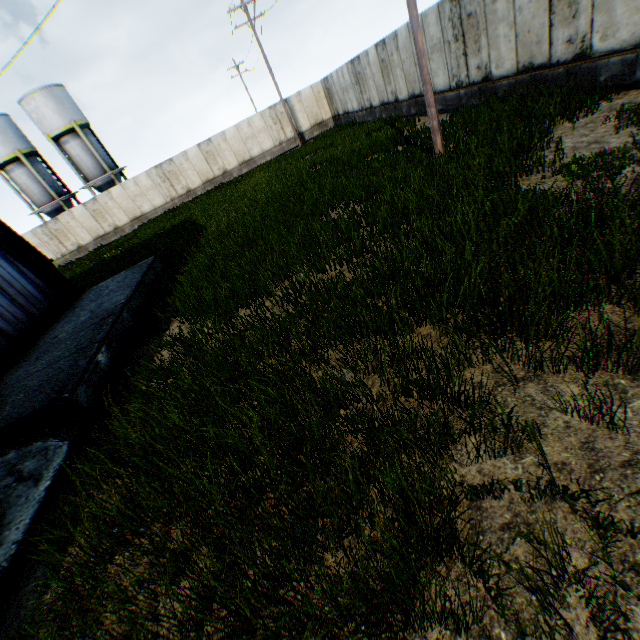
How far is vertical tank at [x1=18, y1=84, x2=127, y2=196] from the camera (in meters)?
28.12

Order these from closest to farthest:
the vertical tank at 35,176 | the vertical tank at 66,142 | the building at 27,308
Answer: the building at 27,308 < the vertical tank at 66,142 < the vertical tank at 35,176

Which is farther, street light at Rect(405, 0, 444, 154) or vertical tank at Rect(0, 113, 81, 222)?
vertical tank at Rect(0, 113, 81, 222)

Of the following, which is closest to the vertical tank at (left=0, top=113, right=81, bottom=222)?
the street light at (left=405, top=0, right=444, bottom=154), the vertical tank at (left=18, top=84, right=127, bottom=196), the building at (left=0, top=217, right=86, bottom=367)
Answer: the vertical tank at (left=18, top=84, right=127, bottom=196)

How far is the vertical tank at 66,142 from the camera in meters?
28.1 m

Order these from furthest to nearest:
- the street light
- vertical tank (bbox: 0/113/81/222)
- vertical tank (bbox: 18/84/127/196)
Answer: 1. vertical tank (bbox: 0/113/81/222)
2. vertical tank (bbox: 18/84/127/196)
3. the street light

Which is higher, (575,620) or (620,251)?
(620,251)
